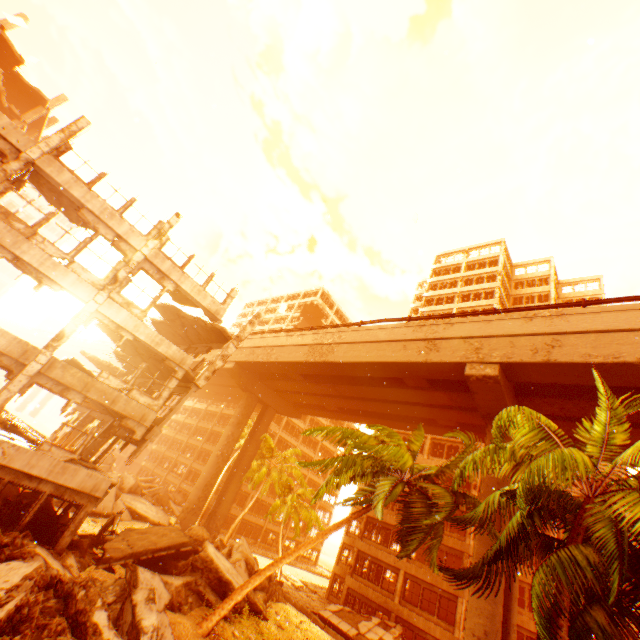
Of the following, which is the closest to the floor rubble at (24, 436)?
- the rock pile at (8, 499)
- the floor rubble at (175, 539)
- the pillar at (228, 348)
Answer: the rock pile at (8, 499)

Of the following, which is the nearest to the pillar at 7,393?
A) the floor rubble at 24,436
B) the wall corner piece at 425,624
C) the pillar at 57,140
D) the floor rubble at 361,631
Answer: the floor rubble at 24,436

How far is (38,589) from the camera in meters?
8.5

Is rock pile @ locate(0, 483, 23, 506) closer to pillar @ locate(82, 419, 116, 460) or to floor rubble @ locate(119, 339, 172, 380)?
pillar @ locate(82, 419, 116, 460)

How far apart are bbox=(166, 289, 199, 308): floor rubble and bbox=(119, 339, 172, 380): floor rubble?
2.5 meters

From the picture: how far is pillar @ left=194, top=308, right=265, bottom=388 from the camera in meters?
16.9

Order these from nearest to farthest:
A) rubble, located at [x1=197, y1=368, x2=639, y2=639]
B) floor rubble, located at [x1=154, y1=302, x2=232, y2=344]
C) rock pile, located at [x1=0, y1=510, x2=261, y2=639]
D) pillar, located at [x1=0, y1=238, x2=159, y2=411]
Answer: rubble, located at [x1=197, y1=368, x2=639, y2=639] → rock pile, located at [x1=0, y1=510, x2=261, y2=639] → pillar, located at [x1=0, y1=238, x2=159, y2=411] → floor rubble, located at [x1=154, y1=302, x2=232, y2=344]

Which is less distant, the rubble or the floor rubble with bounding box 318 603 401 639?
the rubble
